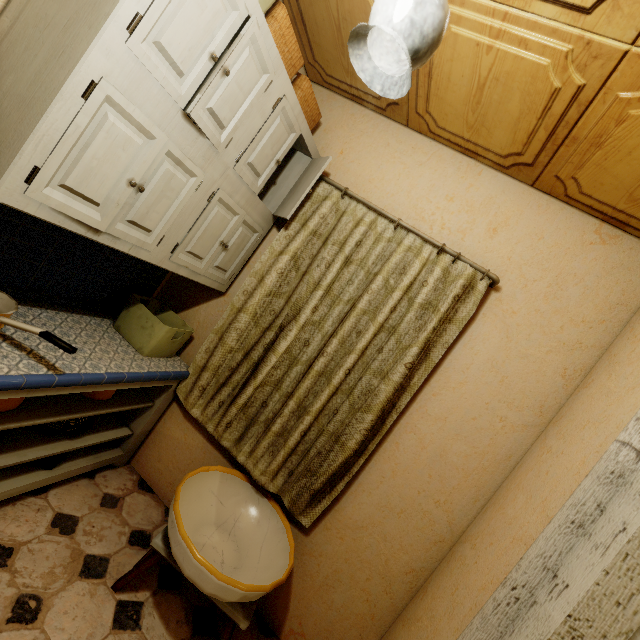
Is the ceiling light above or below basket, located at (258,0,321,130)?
below

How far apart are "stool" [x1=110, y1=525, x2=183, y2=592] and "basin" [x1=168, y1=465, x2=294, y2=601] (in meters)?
0.03

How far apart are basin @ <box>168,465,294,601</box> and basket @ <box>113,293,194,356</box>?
0.73m

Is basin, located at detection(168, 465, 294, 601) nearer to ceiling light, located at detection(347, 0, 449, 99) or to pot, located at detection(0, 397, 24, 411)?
pot, located at detection(0, 397, 24, 411)

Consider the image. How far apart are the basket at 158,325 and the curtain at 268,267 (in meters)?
0.17

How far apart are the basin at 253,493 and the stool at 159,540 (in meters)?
0.03

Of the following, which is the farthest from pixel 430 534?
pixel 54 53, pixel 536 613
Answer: pixel 54 53

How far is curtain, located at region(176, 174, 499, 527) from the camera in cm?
173
